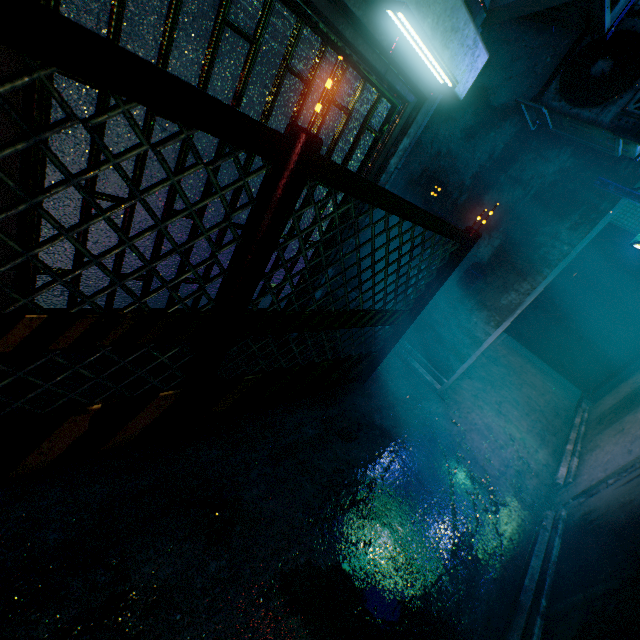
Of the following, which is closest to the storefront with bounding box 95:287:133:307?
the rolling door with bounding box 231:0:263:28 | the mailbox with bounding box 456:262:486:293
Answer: the rolling door with bounding box 231:0:263:28

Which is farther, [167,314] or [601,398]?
[601,398]

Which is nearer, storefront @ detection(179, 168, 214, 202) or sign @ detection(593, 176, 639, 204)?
storefront @ detection(179, 168, 214, 202)

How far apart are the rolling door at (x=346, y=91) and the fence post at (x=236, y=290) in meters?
0.7 m

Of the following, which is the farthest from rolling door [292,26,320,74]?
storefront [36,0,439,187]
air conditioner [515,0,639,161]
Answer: air conditioner [515,0,639,161]

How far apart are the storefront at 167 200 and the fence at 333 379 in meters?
0.7 m

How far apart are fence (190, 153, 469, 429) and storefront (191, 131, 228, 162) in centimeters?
70cm

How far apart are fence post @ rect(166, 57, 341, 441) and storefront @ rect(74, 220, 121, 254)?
0.7 meters
